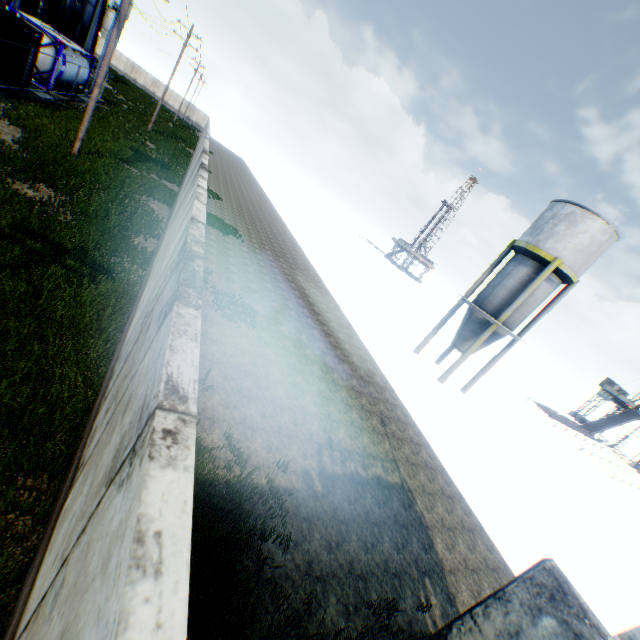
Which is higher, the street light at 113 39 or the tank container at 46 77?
the street light at 113 39

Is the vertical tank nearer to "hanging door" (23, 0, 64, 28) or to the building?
the building

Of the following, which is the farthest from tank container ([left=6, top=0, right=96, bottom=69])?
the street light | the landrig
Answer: the landrig

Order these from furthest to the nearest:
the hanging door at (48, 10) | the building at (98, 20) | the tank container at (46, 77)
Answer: the building at (98, 20), the hanging door at (48, 10), the tank container at (46, 77)

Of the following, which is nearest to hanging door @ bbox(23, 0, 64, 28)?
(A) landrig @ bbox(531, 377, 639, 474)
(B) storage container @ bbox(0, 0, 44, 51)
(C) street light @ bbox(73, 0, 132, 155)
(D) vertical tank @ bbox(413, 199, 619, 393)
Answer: (C) street light @ bbox(73, 0, 132, 155)

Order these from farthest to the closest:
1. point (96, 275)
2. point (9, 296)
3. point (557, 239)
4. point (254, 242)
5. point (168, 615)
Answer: Answer: point (254, 242) < point (557, 239) < point (96, 275) < point (9, 296) < point (168, 615)

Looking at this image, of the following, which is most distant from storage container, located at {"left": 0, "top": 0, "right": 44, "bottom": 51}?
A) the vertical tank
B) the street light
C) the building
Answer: the vertical tank

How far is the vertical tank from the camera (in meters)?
17.75
